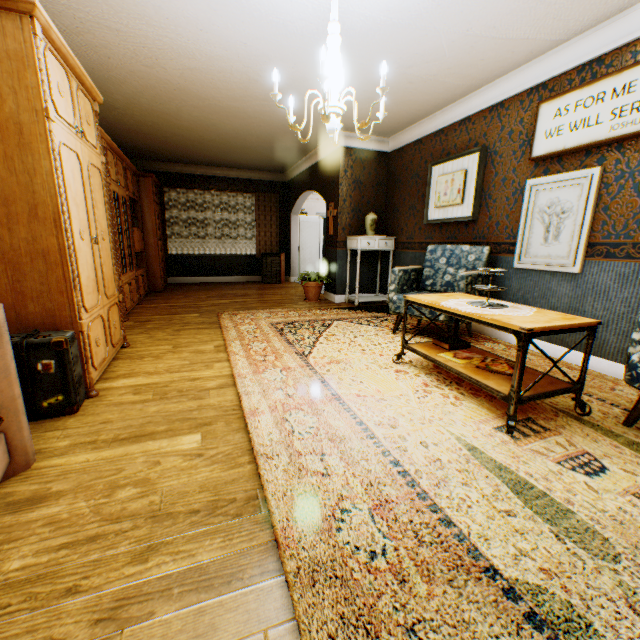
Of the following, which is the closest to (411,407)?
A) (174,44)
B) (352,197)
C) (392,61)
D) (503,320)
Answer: (503,320)

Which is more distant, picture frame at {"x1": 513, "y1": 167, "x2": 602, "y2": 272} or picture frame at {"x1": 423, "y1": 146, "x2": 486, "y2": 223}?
picture frame at {"x1": 423, "y1": 146, "x2": 486, "y2": 223}

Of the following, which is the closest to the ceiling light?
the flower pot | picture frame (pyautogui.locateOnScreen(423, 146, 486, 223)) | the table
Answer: the table

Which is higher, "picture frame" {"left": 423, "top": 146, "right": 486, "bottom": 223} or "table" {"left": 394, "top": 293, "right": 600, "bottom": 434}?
"picture frame" {"left": 423, "top": 146, "right": 486, "bottom": 223}

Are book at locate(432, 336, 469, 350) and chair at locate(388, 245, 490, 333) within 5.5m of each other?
yes

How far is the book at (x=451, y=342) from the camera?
3.0m

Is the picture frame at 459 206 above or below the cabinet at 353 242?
above

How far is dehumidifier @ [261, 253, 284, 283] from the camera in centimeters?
942cm
